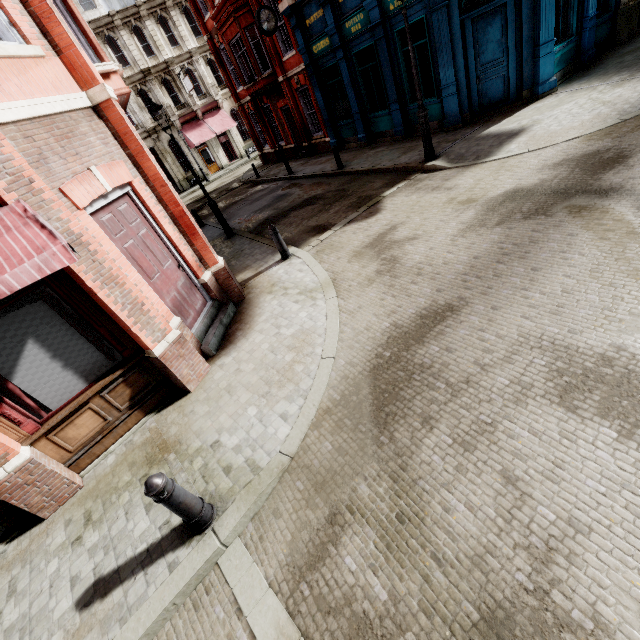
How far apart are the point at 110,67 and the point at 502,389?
8.65m

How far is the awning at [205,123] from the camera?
31.4 meters

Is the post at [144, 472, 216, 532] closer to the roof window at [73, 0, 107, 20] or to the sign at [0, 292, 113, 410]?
the sign at [0, 292, 113, 410]

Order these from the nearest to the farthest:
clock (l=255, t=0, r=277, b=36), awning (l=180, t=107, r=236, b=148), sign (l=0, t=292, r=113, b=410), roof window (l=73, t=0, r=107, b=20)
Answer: sign (l=0, t=292, r=113, b=410) < clock (l=255, t=0, r=277, b=36) < roof window (l=73, t=0, r=107, b=20) < awning (l=180, t=107, r=236, b=148)

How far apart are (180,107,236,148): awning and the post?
34.82m

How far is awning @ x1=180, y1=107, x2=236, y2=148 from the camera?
31.42m

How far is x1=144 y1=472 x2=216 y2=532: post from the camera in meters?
3.2 m

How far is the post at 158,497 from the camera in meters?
3.2
